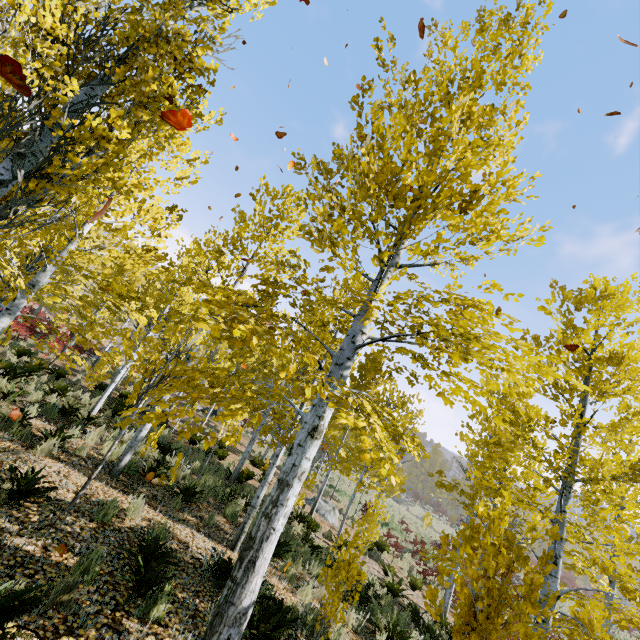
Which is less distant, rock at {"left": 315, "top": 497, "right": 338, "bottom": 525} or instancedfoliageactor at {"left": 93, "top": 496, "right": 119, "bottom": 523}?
instancedfoliageactor at {"left": 93, "top": 496, "right": 119, "bottom": 523}

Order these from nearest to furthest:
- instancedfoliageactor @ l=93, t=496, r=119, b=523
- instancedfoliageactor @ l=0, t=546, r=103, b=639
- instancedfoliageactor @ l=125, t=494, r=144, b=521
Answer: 1. instancedfoliageactor @ l=0, t=546, r=103, b=639
2. instancedfoliageactor @ l=93, t=496, r=119, b=523
3. instancedfoliageactor @ l=125, t=494, r=144, b=521

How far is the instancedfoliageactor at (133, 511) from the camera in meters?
5.9

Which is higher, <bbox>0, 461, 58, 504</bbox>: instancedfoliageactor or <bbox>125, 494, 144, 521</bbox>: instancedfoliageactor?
<bbox>0, 461, 58, 504</bbox>: instancedfoliageactor

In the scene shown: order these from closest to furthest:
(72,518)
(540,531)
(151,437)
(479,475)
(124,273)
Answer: (72,518), (479,475), (540,531), (151,437), (124,273)

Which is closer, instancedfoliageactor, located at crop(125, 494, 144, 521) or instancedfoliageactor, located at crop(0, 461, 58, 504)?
instancedfoliageactor, located at crop(0, 461, 58, 504)
